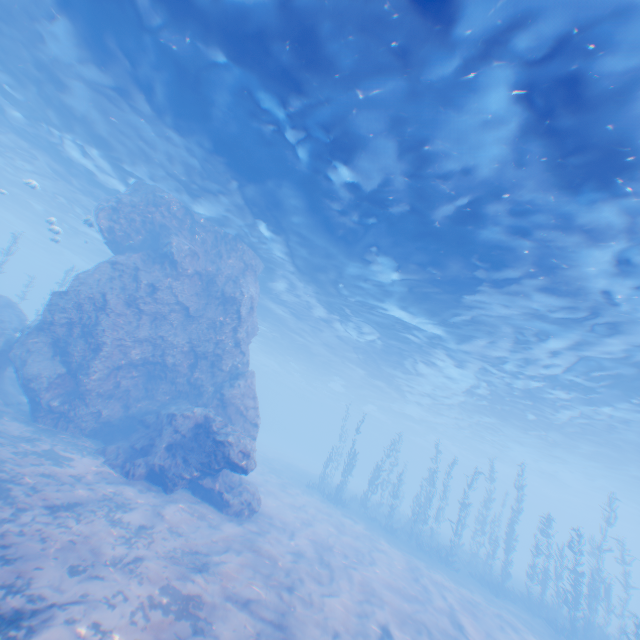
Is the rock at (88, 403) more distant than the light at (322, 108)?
Yes

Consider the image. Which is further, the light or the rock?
the rock

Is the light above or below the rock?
above

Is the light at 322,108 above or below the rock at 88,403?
above

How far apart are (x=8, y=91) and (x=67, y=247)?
34.3 meters
